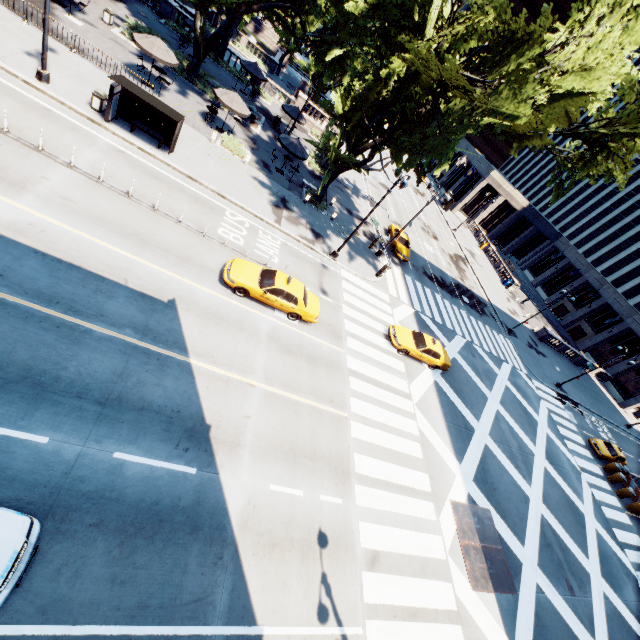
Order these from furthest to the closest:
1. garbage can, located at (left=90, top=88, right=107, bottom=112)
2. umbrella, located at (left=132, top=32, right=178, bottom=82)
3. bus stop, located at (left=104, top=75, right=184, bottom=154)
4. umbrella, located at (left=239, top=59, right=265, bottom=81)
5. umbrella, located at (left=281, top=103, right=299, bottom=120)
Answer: umbrella, located at (left=239, top=59, right=265, bottom=81), umbrella, located at (left=281, top=103, right=299, bottom=120), umbrella, located at (left=132, top=32, right=178, bottom=82), garbage can, located at (left=90, top=88, right=107, bottom=112), bus stop, located at (left=104, top=75, right=184, bottom=154)

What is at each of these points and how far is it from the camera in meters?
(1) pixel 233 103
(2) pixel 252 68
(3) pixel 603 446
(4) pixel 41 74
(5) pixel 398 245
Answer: (1) umbrella, 23.0
(2) umbrella, 31.4
(3) vehicle, 31.2
(4) light, 16.0
(5) vehicle, 31.0

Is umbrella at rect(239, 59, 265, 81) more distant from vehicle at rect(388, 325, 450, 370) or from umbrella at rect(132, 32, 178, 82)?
vehicle at rect(388, 325, 450, 370)

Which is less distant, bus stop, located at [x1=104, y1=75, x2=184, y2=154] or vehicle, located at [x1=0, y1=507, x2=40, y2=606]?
vehicle, located at [x1=0, y1=507, x2=40, y2=606]

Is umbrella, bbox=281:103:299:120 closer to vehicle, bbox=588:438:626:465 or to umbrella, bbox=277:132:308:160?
umbrella, bbox=277:132:308:160

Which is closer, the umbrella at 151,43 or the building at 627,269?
the umbrella at 151,43

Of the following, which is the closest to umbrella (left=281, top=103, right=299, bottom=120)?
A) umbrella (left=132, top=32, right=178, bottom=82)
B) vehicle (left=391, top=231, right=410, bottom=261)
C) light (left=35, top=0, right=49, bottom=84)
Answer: umbrella (left=132, top=32, right=178, bottom=82)

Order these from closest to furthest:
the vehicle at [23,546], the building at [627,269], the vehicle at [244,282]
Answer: the vehicle at [23,546] → the vehicle at [244,282] → the building at [627,269]
